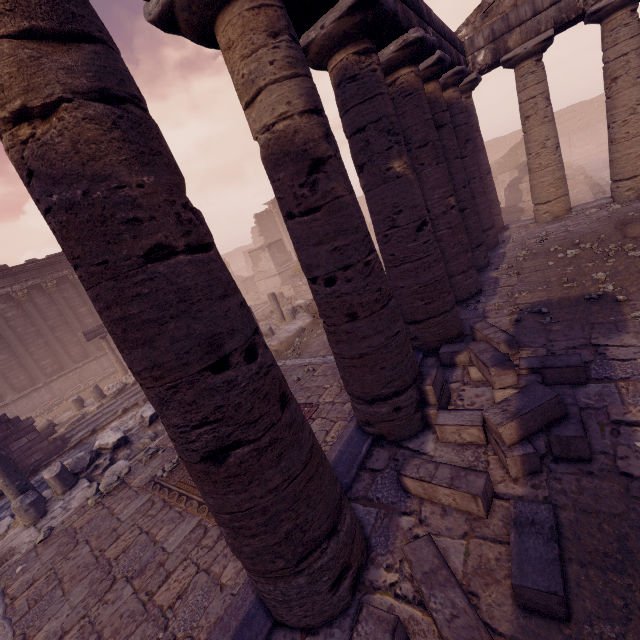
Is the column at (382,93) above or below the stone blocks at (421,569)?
above

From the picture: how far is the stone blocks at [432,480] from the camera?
3.0m

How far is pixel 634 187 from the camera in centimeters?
995cm

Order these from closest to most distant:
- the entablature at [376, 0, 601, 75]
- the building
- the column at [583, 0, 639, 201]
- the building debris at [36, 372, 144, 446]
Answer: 1. the entablature at [376, 0, 601, 75]
2. the column at [583, 0, 639, 201]
3. the building debris at [36, 372, 144, 446]
4. the building

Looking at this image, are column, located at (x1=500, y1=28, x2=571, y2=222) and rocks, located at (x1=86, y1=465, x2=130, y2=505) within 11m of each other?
no

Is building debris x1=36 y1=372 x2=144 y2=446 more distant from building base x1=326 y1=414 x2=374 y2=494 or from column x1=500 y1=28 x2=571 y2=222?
column x1=500 y1=28 x2=571 y2=222

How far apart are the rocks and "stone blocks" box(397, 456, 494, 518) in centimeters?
652cm

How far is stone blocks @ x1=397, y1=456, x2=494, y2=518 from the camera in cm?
296
